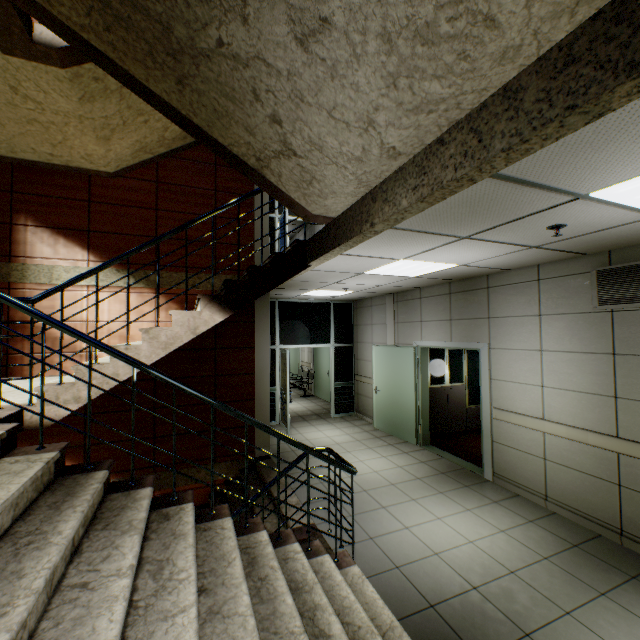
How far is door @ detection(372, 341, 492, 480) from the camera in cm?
519

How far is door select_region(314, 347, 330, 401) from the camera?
11.0 meters

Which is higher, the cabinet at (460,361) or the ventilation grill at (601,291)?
the ventilation grill at (601,291)

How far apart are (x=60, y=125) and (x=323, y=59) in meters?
4.3

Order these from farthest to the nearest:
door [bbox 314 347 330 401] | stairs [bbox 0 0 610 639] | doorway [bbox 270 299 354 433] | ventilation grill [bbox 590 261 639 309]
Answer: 1. door [bbox 314 347 330 401]
2. doorway [bbox 270 299 354 433]
3. ventilation grill [bbox 590 261 639 309]
4. stairs [bbox 0 0 610 639]

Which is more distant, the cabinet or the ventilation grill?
the cabinet

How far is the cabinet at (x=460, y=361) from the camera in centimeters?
708cm

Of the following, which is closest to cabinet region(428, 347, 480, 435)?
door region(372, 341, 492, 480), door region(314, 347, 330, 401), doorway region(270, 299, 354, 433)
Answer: door region(372, 341, 492, 480)
